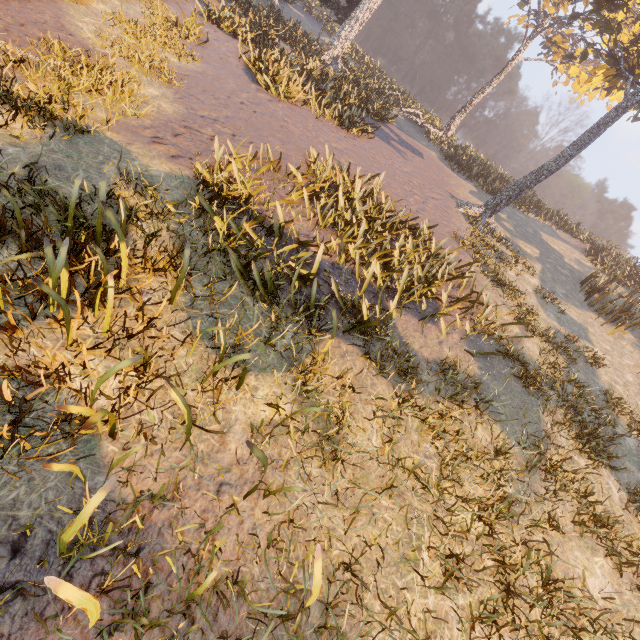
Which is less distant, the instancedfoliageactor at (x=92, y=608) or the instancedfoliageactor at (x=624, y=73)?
the instancedfoliageactor at (x=92, y=608)

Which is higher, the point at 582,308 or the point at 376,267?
the point at 582,308

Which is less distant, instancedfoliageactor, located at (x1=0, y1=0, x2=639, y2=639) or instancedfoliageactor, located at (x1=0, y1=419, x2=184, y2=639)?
instancedfoliageactor, located at (x1=0, y1=419, x2=184, y2=639)
